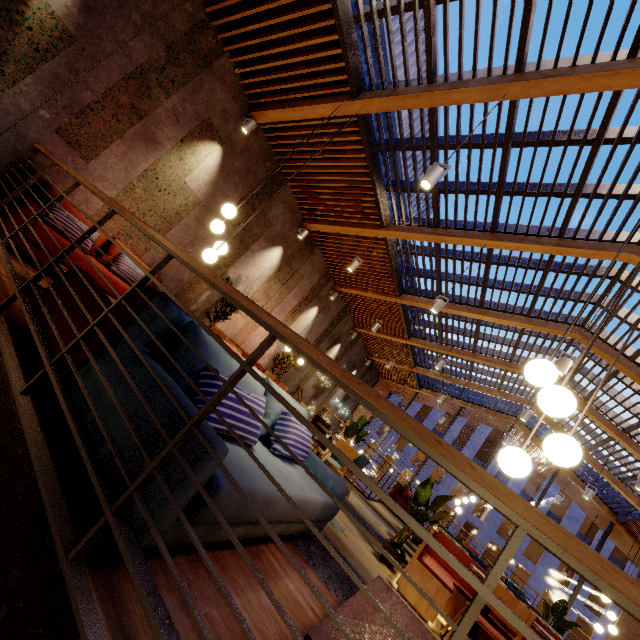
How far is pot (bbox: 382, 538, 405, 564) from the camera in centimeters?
429cm

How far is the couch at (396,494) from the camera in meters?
10.6 m

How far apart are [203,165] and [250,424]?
5.24m

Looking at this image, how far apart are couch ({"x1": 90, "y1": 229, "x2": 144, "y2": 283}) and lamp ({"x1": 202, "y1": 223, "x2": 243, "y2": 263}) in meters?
1.4 m

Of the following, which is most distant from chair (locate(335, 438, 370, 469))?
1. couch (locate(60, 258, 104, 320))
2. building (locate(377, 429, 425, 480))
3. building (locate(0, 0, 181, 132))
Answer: building (locate(377, 429, 425, 480))

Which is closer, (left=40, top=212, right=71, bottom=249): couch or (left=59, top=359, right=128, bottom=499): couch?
(left=59, top=359, right=128, bottom=499): couch

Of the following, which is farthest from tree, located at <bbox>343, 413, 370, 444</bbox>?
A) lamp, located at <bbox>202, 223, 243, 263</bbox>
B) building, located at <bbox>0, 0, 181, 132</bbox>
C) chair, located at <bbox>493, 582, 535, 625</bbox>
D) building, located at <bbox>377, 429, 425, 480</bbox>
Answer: building, located at <bbox>377, 429, 425, 480</bbox>

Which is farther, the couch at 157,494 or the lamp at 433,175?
the lamp at 433,175
